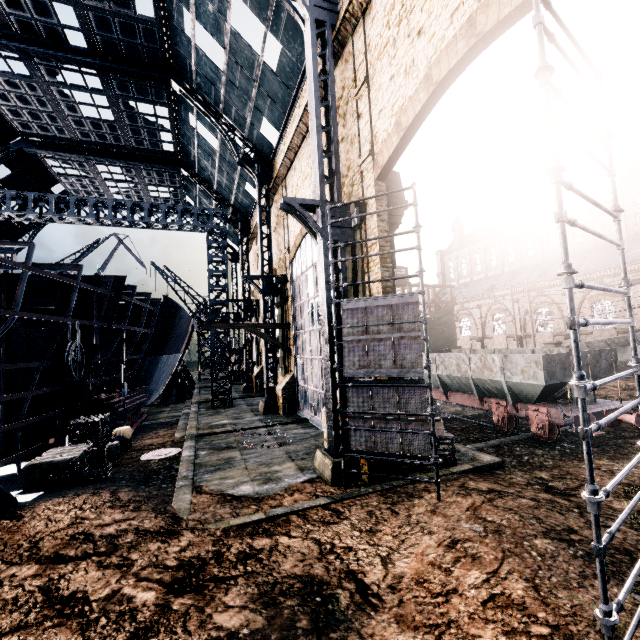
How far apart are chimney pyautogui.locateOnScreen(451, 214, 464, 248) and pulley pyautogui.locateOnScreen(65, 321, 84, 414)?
56.7 meters

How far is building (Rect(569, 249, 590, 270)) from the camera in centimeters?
3644cm

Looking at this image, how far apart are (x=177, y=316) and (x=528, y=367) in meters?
27.6 m

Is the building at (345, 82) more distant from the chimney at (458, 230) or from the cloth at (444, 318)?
the cloth at (444, 318)

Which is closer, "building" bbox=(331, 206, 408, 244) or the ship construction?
"building" bbox=(331, 206, 408, 244)

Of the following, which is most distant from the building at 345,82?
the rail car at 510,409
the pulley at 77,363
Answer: the pulley at 77,363

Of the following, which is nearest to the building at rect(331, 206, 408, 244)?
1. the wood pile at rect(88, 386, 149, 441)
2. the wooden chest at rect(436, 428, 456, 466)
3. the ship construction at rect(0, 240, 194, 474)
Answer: the wooden chest at rect(436, 428, 456, 466)

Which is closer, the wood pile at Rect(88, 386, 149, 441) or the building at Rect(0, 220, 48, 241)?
the wood pile at Rect(88, 386, 149, 441)
